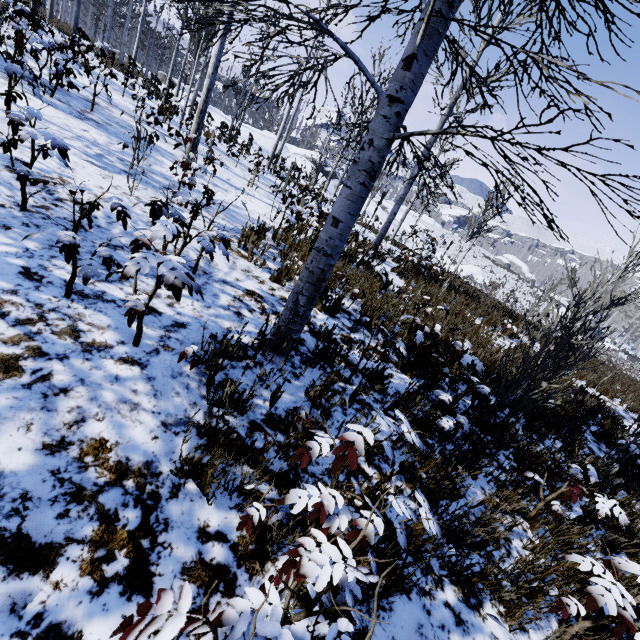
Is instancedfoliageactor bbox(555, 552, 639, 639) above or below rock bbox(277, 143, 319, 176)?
below

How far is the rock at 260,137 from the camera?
24.4 meters

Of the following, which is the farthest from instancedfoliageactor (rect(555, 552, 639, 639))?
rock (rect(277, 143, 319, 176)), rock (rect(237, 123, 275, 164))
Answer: rock (rect(277, 143, 319, 176))

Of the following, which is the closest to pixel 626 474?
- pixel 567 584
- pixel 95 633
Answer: pixel 567 584

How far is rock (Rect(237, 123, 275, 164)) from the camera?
24.4m

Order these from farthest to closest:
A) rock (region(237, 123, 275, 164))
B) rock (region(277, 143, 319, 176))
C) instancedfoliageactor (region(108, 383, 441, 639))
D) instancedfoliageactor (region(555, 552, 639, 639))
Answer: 1. rock (region(277, 143, 319, 176))
2. rock (region(237, 123, 275, 164))
3. instancedfoliageactor (region(555, 552, 639, 639))
4. instancedfoliageactor (region(108, 383, 441, 639))

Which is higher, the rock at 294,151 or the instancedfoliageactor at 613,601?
the rock at 294,151

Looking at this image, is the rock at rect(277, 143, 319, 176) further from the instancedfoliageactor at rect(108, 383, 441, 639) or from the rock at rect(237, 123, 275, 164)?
the instancedfoliageactor at rect(108, 383, 441, 639)
